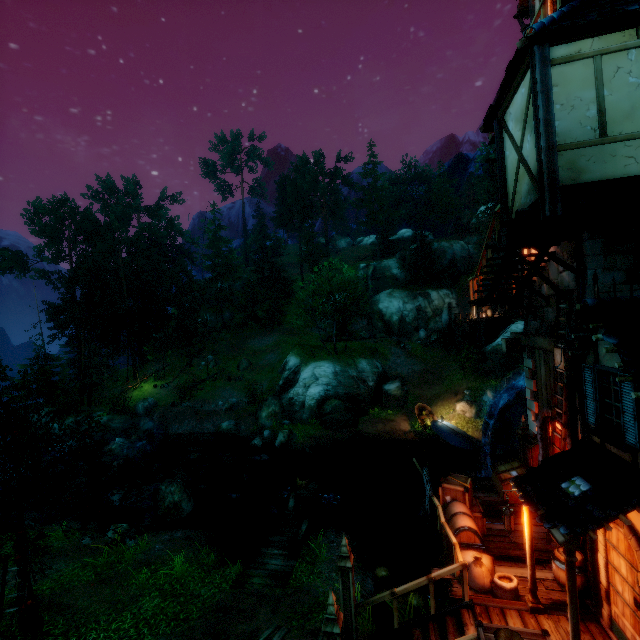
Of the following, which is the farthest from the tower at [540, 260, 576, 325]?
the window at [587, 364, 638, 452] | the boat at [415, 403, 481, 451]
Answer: the boat at [415, 403, 481, 451]

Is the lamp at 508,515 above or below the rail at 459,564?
above

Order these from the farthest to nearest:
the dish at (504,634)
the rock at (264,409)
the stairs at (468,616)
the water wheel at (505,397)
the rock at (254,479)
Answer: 1. the rock at (264,409)
2. the rock at (254,479)
3. the water wheel at (505,397)
4. the stairs at (468,616)
5. the dish at (504,634)

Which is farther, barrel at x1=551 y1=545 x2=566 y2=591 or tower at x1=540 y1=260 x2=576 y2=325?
tower at x1=540 y1=260 x2=576 y2=325

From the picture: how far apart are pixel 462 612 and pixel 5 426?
14.9 meters

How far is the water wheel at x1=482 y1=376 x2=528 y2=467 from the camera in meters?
13.2 m

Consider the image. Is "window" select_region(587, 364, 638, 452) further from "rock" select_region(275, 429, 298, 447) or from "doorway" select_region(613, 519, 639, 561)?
"rock" select_region(275, 429, 298, 447)

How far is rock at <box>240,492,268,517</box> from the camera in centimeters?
1703cm
